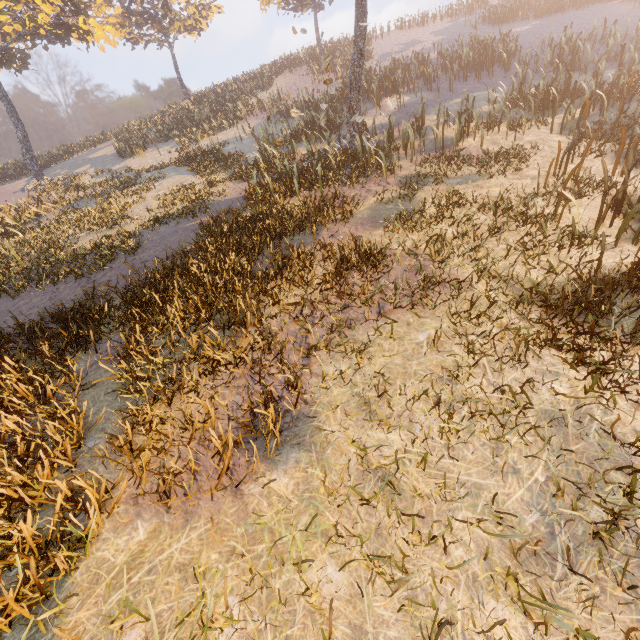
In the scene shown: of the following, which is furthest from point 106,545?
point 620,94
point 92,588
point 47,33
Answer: point 47,33
